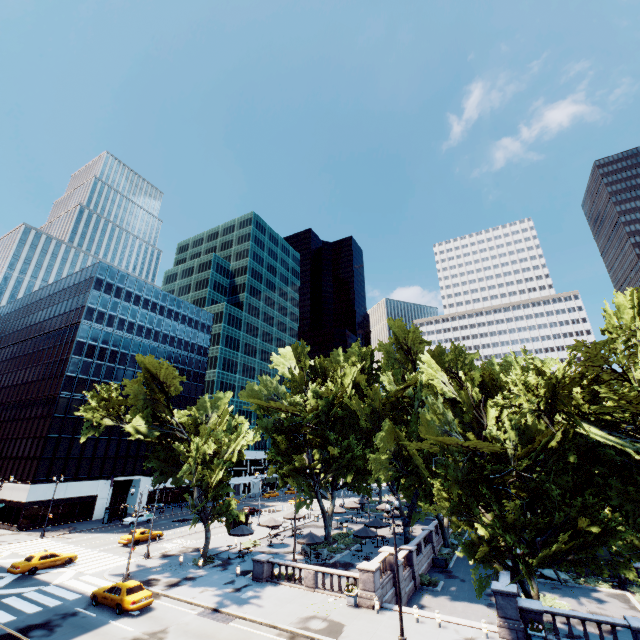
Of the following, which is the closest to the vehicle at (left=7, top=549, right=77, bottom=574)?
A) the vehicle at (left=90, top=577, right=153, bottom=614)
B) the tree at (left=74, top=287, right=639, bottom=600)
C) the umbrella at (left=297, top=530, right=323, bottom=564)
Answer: the tree at (left=74, top=287, right=639, bottom=600)

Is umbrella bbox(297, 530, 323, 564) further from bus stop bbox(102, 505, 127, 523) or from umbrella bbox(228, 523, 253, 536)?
bus stop bbox(102, 505, 127, 523)

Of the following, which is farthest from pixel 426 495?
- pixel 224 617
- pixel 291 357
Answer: pixel 224 617

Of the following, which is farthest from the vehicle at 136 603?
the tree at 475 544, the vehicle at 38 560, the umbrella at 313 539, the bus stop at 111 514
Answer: the bus stop at 111 514

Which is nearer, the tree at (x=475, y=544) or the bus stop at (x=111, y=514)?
the tree at (x=475, y=544)

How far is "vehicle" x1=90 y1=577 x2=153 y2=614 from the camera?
22.3m

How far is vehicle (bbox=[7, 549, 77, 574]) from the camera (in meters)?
29.25

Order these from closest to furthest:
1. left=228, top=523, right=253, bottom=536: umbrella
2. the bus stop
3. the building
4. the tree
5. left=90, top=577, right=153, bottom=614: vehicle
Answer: the tree < left=90, top=577, right=153, bottom=614: vehicle < left=228, top=523, right=253, bottom=536: umbrella < the building < the bus stop
